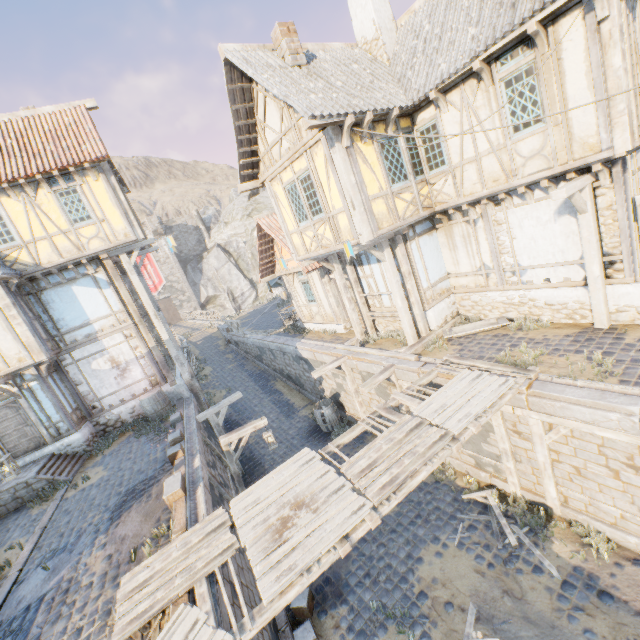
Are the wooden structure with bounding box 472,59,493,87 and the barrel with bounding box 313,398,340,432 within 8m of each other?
no

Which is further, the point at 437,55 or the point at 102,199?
the point at 102,199

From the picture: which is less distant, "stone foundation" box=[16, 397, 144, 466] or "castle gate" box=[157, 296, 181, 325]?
"stone foundation" box=[16, 397, 144, 466]

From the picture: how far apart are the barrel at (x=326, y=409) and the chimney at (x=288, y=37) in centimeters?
1167cm

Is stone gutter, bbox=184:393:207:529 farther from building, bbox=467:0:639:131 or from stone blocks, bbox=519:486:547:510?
building, bbox=467:0:639:131

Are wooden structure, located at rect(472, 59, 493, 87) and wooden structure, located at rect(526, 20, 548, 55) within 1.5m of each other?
yes

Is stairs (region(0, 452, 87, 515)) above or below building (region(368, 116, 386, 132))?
below

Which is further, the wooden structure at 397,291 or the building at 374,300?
the building at 374,300
